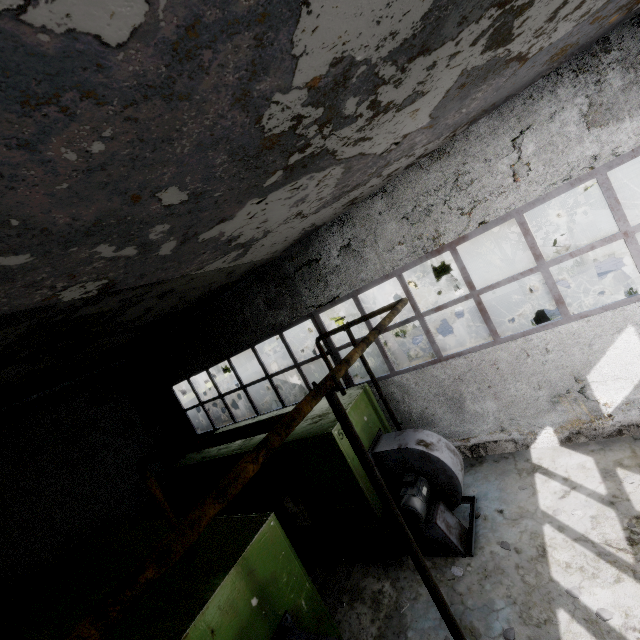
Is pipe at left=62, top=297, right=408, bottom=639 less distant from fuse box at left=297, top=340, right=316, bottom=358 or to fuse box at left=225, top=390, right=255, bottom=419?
fuse box at left=225, top=390, right=255, bottom=419

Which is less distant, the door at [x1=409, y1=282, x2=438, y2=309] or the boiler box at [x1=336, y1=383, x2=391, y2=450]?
the boiler box at [x1=336, y1=383, x2=391, y2=450]

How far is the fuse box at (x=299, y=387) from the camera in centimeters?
1980cm

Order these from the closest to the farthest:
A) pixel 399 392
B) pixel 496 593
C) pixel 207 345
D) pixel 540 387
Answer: pixel 496 593 → pixel 540 387 → pixel 399 392 → pixel 207 345

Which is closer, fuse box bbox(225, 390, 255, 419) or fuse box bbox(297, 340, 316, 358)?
fuse box bbox(225, 390, 255, 419)

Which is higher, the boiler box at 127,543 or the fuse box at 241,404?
the boiler box at 127,543

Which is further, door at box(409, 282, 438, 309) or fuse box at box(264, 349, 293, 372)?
door at box(409, 282, 438, 309)
